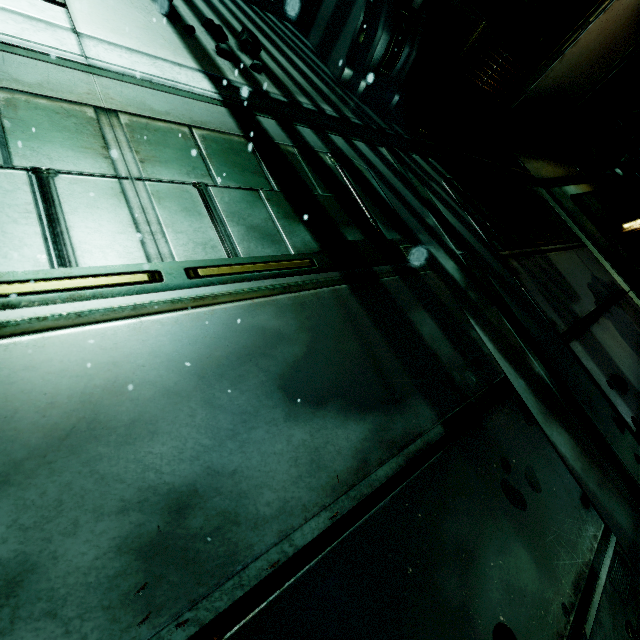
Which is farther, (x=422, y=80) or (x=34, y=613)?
(x=422, y=80)

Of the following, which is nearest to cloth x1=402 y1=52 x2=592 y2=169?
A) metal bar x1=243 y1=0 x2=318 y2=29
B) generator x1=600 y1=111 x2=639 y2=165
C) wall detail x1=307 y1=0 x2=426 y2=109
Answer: wall detail x1=307 y1=0 x2=426 y2=109

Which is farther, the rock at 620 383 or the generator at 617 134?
the generator at 617 134

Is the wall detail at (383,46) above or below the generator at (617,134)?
below

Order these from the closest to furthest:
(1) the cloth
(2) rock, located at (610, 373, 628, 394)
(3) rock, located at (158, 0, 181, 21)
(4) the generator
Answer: (3) rock, located at (158, 0, 181, 21) → (2) rock, located at (610, 373, 628, 394) → (1) the cloth → (4) the generator

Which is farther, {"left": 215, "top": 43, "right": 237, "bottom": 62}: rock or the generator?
the generator

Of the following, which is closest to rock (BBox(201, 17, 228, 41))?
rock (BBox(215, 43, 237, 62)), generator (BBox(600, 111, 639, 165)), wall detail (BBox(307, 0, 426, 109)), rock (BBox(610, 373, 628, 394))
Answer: rock (BBox(215, 43, 237, 62))

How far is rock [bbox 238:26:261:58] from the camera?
1.87m
